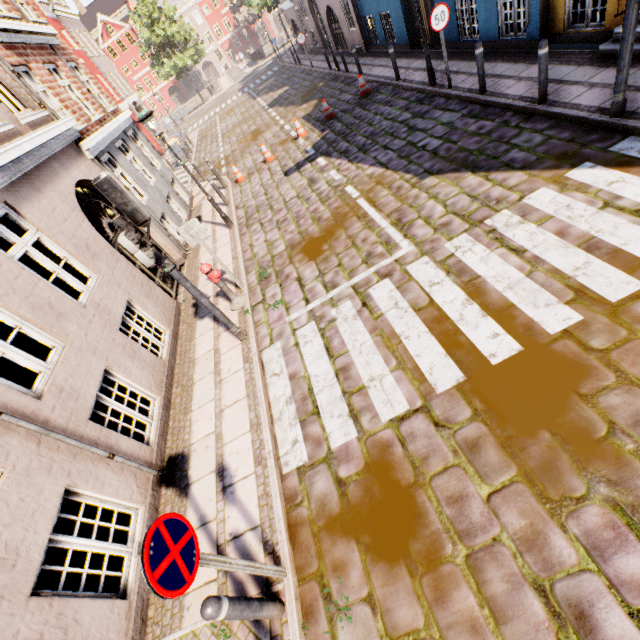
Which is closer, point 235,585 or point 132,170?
point 235,585

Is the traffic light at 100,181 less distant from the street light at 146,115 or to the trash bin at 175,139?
the street light at 146,115

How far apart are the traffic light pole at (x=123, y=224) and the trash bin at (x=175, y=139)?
21.6m

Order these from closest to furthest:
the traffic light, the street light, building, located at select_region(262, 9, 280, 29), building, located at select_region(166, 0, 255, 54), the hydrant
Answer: the traffic light, the hydrant, the street light, building, located at select_region(166, 0, 255, 54), building, located at select_region(262, 9, 280, 29)

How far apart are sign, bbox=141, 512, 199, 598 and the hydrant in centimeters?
495cm

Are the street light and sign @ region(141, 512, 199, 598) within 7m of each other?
no

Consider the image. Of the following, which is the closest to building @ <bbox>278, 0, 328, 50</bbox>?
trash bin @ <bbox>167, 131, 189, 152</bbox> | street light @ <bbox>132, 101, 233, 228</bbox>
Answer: street light @ <bbox>132, 101, 233, 228</bbox>

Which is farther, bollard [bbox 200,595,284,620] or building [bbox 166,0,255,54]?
building [bbox 166,0,255,54]
